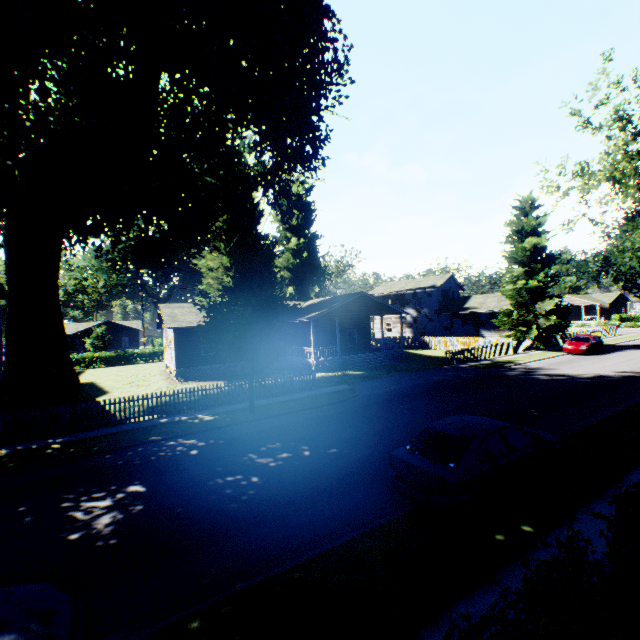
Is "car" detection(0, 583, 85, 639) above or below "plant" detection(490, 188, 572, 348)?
below

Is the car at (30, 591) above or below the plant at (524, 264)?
below

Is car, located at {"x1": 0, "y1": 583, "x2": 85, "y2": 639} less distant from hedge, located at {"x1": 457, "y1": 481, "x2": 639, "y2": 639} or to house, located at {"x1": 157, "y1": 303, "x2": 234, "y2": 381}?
hedge, located at {"x1": 457, "y1": 481, "x2": 639, "y2": 639}

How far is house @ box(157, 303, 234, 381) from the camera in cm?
2595

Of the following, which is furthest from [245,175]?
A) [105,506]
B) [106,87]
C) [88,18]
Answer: [105,506]

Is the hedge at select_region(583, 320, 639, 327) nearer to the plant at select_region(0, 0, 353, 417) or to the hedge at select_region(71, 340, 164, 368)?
the plant at select_region(0, 0, 353, 417)

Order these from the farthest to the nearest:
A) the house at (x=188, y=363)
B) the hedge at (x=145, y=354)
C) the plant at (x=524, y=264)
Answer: the hedge at (x=145, y=354) < the plant at (x=524, y=264) < the house at (x=188, y=363)

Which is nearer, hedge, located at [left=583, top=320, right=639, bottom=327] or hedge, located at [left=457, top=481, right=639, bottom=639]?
hedge, located at [left=457, top=481, right=639, bottom=639]
